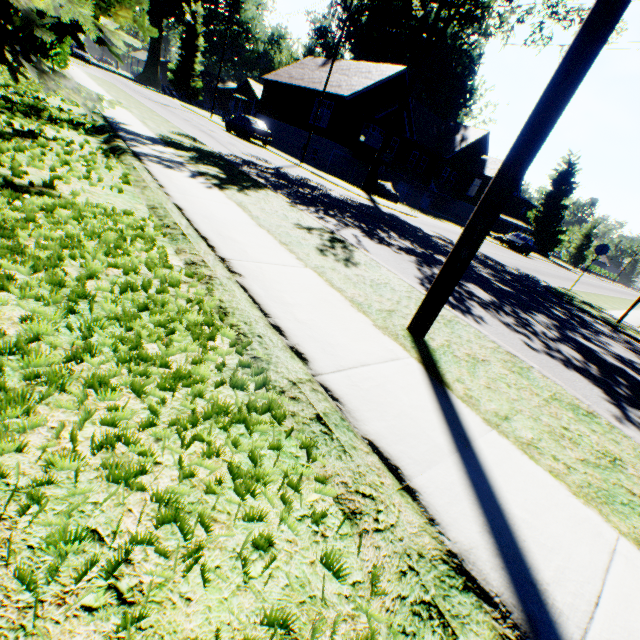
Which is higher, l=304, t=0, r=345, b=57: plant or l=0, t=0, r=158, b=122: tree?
l=304, t=0, r=345, b=57: plant

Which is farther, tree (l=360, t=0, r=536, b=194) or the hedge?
tree (l=360, t=0, r=536, b=194)

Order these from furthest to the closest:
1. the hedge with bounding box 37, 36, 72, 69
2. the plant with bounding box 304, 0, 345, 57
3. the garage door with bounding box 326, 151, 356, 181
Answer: the plant with bounding box 304, 0, 345, 57, the garage door with bounding box 326, 151, 356, 181, the hedge with bounding box 37, 36, 72, 69

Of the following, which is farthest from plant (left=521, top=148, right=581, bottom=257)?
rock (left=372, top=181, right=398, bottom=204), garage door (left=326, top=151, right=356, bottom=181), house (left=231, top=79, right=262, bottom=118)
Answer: rock (left=372, top=181, right=398, bottom=204)

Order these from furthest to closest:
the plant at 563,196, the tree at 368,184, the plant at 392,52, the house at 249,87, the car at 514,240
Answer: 1. the house at 249,87
2. the plant at 563,196
3. the plant at 392,52
4. the car at 514,240
5. the tree at 368,184

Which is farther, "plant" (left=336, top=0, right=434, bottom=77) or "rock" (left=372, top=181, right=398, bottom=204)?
"plant" (left=336, top=0, right=434, bottom=77)

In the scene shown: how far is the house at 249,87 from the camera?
49.06m

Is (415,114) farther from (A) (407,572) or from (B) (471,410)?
(A) (407,572)
